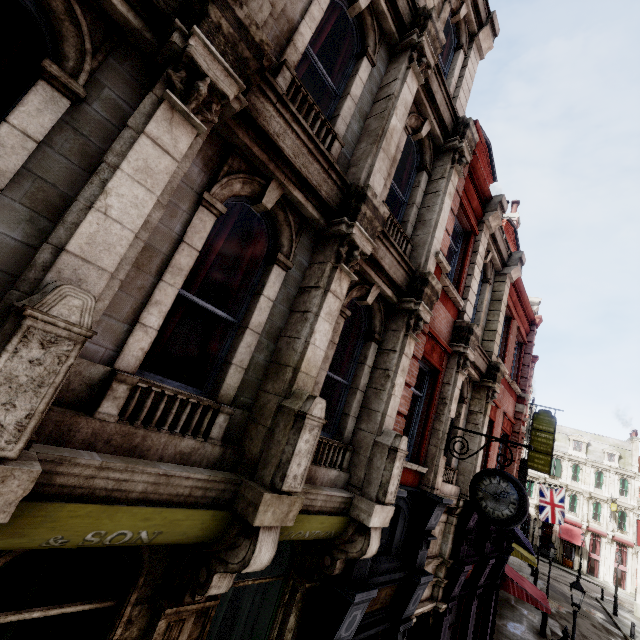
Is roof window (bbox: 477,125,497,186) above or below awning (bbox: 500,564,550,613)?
above

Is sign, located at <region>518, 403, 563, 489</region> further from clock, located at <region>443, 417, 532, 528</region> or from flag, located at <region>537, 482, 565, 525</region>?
clock, located at <region>443, 417, 532, 528</region>

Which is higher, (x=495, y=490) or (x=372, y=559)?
(x=495, y=490)

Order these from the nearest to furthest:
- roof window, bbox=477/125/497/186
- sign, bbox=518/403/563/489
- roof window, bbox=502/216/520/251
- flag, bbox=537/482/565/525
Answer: roof window, bbox=477/125/497/186
roof window, bbox=502/216/520/251
sign, bbox=518/403/563/489
flag, bbox=537/482/565/525

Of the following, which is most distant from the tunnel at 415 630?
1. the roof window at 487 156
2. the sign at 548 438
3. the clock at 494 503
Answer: the sign at 548 438

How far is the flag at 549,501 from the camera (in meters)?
28.33

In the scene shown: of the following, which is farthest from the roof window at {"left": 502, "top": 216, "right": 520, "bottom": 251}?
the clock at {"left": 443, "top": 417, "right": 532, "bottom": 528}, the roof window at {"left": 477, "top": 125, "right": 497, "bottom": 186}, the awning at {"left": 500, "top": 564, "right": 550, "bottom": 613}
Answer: the awning at {"left": 500, "top": 564, "right": 550, "bottom": 613}

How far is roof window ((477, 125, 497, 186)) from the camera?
10.7m
